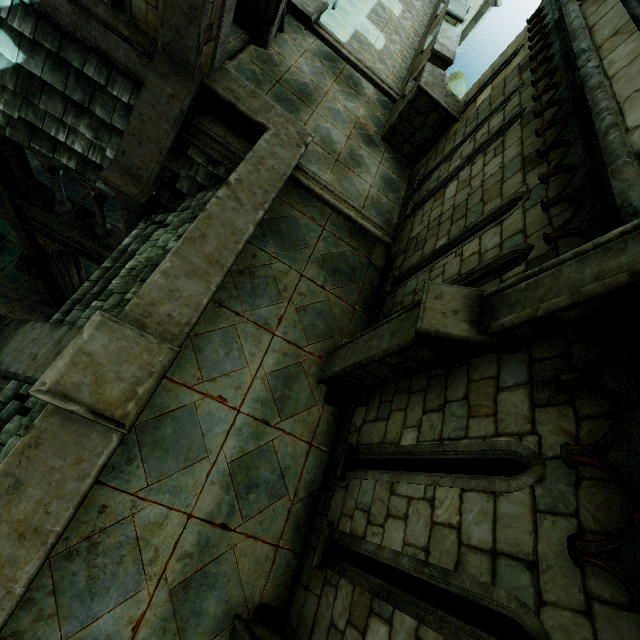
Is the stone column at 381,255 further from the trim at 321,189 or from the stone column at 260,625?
the stone column at 260,625

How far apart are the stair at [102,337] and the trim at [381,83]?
9.7 meters

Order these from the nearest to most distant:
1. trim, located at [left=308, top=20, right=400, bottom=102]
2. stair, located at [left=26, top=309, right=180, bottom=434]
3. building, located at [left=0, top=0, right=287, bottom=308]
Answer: stair, located at [left=26, top=309, right=180, bottom=434] → building, located at [left=0, top=0, right=287, bottom=308] → trim, located at [left=308, top=20, right=400, bottom=102]

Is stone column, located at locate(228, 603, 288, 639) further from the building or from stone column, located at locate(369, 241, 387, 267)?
the building

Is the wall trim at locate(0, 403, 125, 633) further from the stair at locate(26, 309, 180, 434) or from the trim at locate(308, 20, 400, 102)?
the trim at locate(308, 20, 400, 102)

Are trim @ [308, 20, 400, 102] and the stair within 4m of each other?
no

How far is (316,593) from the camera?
3.6 meters

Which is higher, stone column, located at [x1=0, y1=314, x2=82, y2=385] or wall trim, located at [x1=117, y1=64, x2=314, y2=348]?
wall trim, located at [x1=117, y1=64, x2=314, y2=348]
